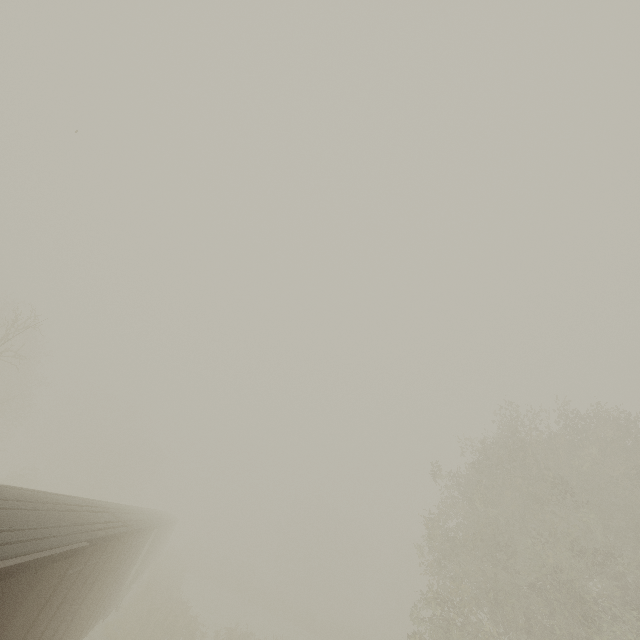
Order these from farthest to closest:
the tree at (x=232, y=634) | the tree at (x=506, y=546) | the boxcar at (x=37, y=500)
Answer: the tree at (x=232, y=634)
the tree at (x=506, y=546)
the boxcar at (x=37, y=500)

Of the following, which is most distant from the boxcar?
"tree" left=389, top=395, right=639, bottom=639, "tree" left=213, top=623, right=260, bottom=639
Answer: "tree" left=389, top=395, right=639, bottom=639

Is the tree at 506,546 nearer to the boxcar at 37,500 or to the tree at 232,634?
the tree at 232,634

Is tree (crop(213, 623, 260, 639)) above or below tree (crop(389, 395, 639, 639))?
below

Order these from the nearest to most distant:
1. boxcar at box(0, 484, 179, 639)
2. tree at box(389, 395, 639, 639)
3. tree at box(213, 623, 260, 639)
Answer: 1. boxcar at box(0, 484, 179, 639)
2. tree at box(389, 395, 639, 639)
3. tree at box(213, 623, 260, 639)

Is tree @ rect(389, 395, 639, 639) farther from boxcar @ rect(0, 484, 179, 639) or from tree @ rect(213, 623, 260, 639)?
boxcar @ rect(0, 484, 179, 639)

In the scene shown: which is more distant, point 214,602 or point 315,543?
point 315,543

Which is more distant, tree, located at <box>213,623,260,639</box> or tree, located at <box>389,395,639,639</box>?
tree, located at <box>213,623,260,639</box>
